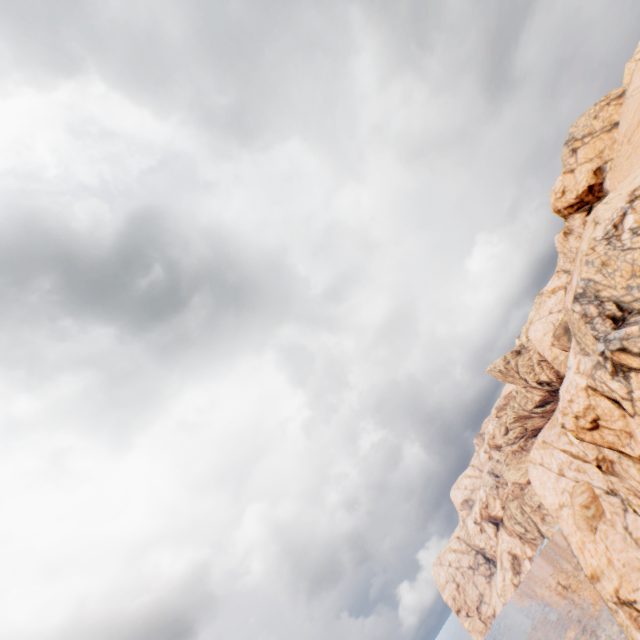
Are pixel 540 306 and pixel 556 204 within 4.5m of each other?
no
